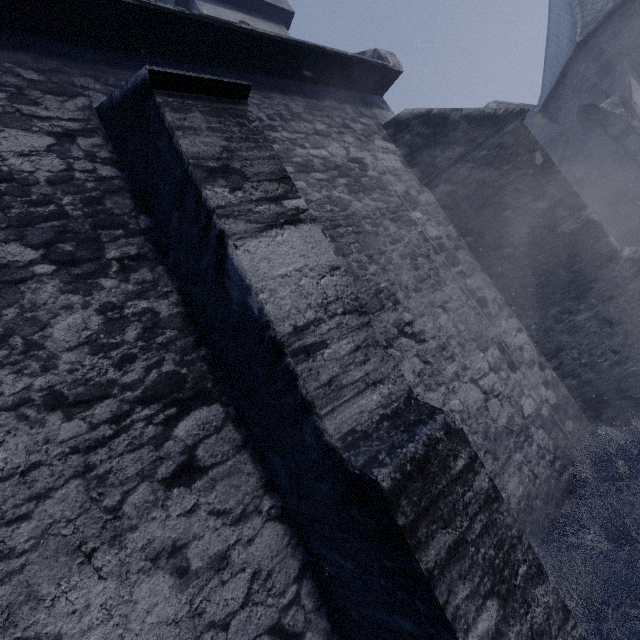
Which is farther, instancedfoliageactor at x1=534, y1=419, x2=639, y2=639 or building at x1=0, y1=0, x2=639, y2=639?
instancedfoliageactor at x1=534, y1=419, x2=639, y2=639

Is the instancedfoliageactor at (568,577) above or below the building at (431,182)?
below

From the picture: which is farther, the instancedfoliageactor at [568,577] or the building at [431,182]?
the instancedfoliageactor at [568,577]

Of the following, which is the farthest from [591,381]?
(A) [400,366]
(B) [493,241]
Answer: (A) [400,366]

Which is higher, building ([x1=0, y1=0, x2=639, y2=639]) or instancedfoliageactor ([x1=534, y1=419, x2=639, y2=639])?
building ([x1=0, y1=0, x2=639, y2=639])
